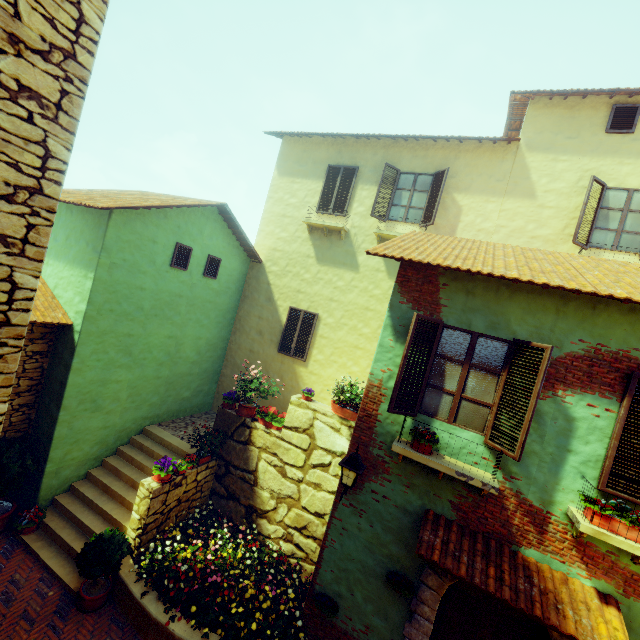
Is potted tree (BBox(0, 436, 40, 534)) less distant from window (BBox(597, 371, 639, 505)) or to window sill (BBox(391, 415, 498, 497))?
window (BBox(597, 371, 639, 505))

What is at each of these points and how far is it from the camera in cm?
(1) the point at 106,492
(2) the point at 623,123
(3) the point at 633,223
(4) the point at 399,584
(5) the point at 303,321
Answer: (1) stair, 789
(2) window, 791
(3) window, 769
(4) flower pot, 514
(5) window, 1080

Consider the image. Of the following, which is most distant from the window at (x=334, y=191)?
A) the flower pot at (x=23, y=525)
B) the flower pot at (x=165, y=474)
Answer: the flower pot at (x=23, y=525)

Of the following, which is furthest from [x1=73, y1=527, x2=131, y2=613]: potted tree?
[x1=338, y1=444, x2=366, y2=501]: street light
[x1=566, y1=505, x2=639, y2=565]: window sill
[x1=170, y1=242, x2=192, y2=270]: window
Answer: [x1=566, y1=505, x2=639, y2=565]: window sill

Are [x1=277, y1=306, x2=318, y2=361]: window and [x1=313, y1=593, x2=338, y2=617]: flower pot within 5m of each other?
no

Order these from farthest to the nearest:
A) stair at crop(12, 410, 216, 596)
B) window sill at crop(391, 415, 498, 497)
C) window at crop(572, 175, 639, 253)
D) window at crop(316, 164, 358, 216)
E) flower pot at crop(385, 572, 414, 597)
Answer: window at crop(316, 164, 358, 216) → window at crop(572, 175, 639, 253) → stair at crop(12, 410, 216, 596) → flower pot at crop(385, 572, 414, 597) → window sill at crop(391, 415, 498, 497)

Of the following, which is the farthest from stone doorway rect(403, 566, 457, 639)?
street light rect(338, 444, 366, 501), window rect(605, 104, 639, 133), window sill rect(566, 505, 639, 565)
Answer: window rect(605, 104, 639, 133)

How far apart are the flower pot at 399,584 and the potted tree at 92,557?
4.9m
